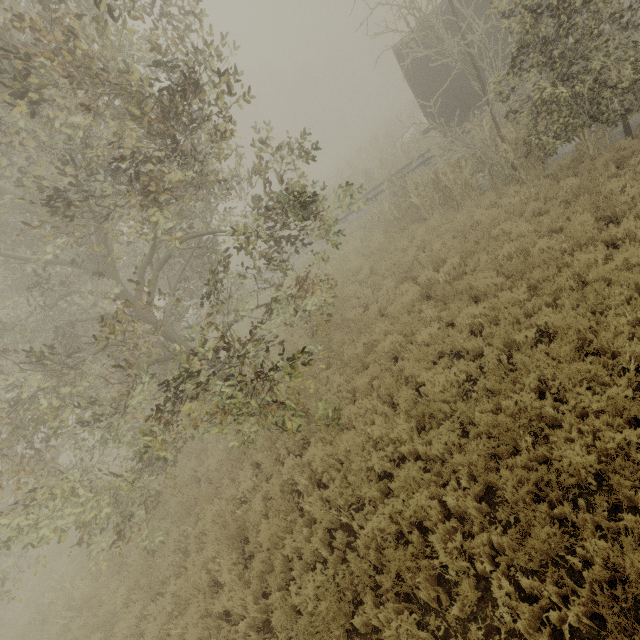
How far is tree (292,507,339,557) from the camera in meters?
5.7 m

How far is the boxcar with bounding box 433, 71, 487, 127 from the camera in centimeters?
1345cm

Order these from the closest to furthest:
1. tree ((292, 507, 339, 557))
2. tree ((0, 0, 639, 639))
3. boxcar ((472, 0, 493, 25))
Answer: tree ((0, 0, 639, 639)) < tree ((292, 507, 339, 557)) < boxcar ((472, 0, 493, 25))

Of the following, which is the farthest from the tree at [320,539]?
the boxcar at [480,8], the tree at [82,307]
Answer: the boxcar at [480,8]

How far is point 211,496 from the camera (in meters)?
8.47

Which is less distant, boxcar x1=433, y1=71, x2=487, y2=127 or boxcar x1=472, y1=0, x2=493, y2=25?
boxcar x1=472, y1=0, x2=493, y2=25

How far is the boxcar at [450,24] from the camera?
12.38m
